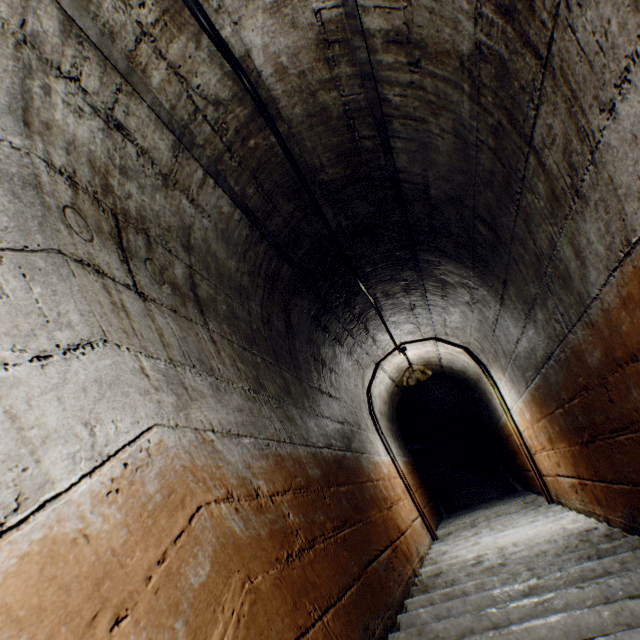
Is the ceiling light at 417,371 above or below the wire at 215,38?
below

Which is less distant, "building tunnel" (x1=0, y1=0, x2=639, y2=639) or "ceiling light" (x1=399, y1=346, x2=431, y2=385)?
"building tunnel" (x1=0, y1=0, x2=639, y2=639)

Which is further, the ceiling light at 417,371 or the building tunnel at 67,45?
the ceiling light at 417,371

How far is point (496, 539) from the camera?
3.4 meters

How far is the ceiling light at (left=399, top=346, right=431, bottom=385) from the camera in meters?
4.5 m

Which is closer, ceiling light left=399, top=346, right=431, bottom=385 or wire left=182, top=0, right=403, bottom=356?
wire left=182, top=0, right=403, bottom=356

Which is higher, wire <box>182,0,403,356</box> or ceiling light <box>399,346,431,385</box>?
wire <box>182,0,403,356</box>
